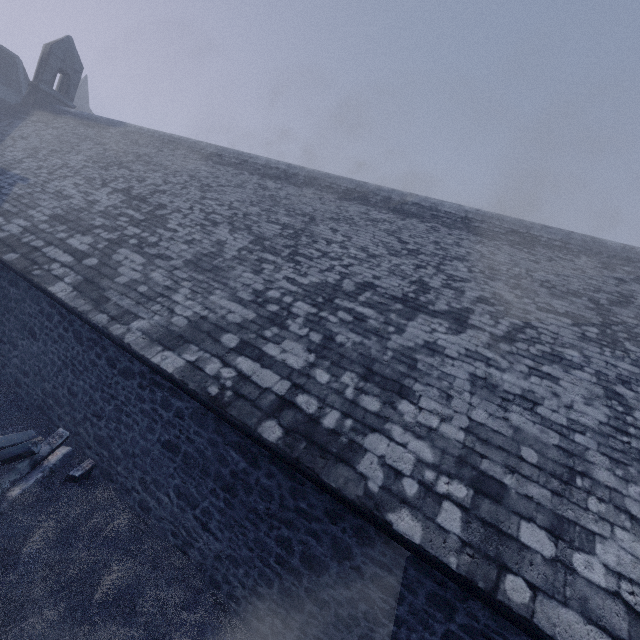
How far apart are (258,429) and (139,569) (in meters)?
2.73

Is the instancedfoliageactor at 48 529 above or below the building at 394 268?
below

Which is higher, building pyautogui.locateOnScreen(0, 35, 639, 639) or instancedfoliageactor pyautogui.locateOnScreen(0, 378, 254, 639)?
building pyautogui.locateOnScreen(0, 35, 639, 639)
